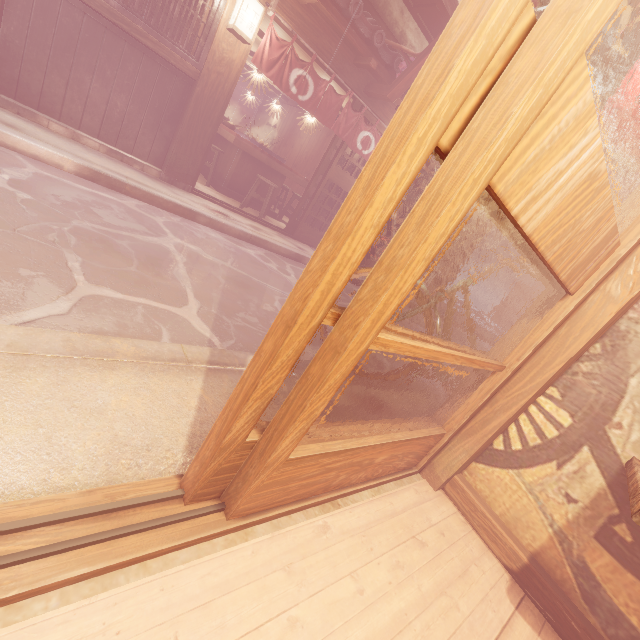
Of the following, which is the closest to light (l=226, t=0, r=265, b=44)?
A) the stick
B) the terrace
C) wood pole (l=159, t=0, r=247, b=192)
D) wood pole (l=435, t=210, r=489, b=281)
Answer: wood pole (l=159, t=0, r=247, b=192)

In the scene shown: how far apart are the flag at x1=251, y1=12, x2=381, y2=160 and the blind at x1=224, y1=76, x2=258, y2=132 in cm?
1448

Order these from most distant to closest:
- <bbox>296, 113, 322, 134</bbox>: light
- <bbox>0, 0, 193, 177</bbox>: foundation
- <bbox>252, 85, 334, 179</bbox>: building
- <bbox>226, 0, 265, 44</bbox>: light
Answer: <bbox>252, 85, 334, 179</bbox>: building, <bbox>296, 113, 322, 134</bbox>: light, <bbox>226, 0, 265, 44</bbox>: light, <bbox>0, 0, 193, 177</bbox>: foundation

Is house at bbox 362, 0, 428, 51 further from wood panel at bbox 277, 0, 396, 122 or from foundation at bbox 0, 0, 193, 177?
foundation at bbox 0, 0, 193, 177

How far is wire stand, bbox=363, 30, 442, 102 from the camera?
8.99m

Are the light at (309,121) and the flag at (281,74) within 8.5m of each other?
yes

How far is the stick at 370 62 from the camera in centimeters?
935cm

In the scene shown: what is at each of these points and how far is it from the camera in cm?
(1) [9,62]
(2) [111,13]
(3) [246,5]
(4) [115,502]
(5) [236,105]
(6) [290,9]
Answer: (1) foundation, 670
(2) wood bar, 680
(3) light, 735
(4) door frame, 180
(5) blind, 2111
(6) wood panel, 841
